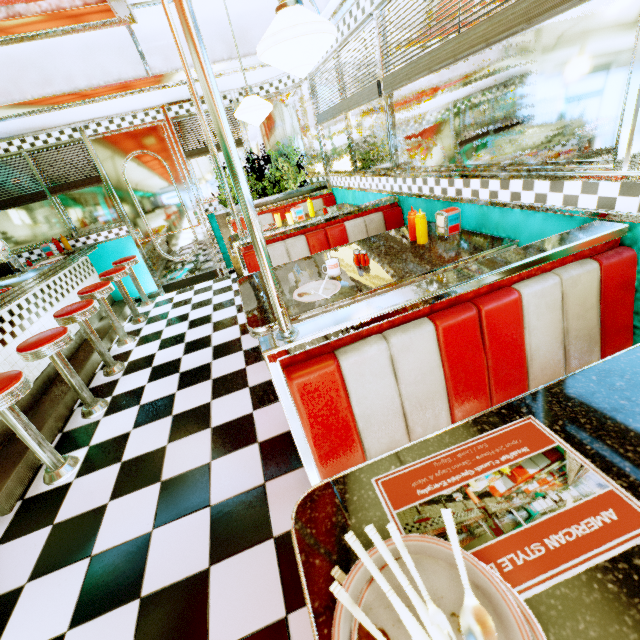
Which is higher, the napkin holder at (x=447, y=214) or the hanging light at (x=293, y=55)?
the hanging light at (x=293, y=55)

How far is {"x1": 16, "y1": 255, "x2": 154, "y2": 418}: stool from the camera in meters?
2.6

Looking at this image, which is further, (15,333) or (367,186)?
(367,186)

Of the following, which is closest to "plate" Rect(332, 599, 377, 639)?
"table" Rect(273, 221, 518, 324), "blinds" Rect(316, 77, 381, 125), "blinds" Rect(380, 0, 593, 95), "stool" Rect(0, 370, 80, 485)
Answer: "table" Rect(273, 221, 518, 324)

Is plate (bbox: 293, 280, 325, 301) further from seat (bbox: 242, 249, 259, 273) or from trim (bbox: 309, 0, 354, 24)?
trim (bbox: 309, 0, 354, 24)

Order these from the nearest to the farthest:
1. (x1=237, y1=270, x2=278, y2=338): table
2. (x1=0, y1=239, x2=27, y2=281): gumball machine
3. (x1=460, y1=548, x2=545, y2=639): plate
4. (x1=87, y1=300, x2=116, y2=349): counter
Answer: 1. (x1=460, y1=548, x2=545, y2=639): plate
2. (x1=237, y1=270, x2=278, y2=338): table
3. (x1=0, y1=239, x2=27, y2=281): gumball machine
4. (x1=87, y1=300, x2=116, y2=349): counter

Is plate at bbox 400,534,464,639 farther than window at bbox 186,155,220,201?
No

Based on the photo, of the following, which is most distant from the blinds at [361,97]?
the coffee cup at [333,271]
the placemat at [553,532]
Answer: the placemat at [553,532]
